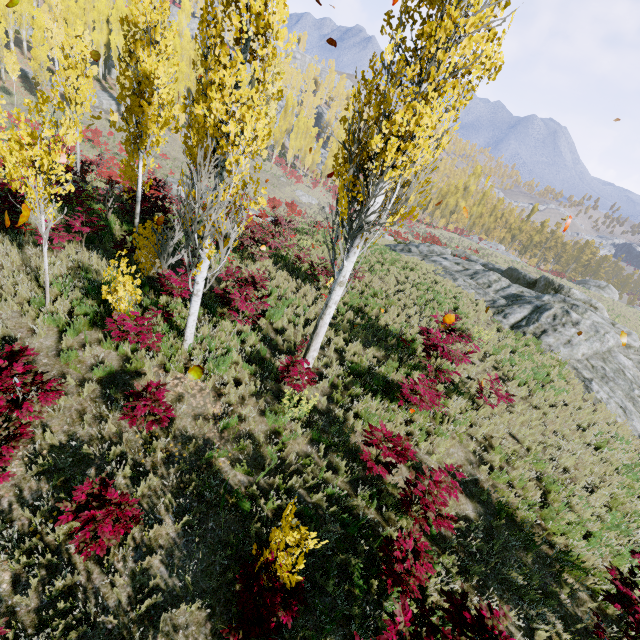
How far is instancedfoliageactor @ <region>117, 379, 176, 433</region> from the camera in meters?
5.1 m

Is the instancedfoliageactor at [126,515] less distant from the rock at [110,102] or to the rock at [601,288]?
the rock at [110,102]

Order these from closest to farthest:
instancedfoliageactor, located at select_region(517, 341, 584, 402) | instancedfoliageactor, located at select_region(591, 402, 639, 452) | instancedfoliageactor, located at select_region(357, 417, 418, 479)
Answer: instancedfoliageactor, located at select_region(357, 417, 418, 479), instancedfoliageactor, located at select_region(591, 402, 639, 452), instancedfoliageactor, located at select_region(517, 341, 584, 402)

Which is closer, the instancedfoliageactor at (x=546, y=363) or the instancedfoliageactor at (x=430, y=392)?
the instancedfoliageactor at (x=430, y=392)

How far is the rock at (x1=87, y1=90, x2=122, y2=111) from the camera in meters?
42.8 m

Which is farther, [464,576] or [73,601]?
[464,576]

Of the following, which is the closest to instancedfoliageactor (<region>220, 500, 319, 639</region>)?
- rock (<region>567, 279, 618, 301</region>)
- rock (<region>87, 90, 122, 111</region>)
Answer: rock (<region>87, 90, 122, 111</region>)

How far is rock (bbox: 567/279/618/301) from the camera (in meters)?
50.94
